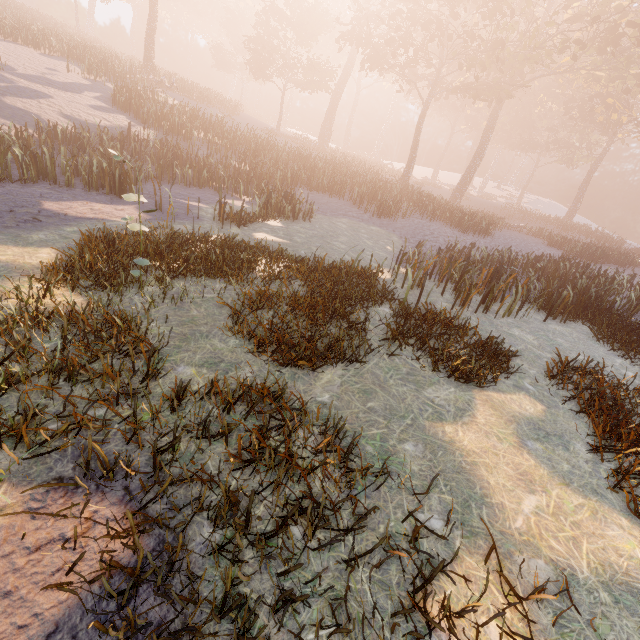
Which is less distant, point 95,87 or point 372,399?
point 372,399
